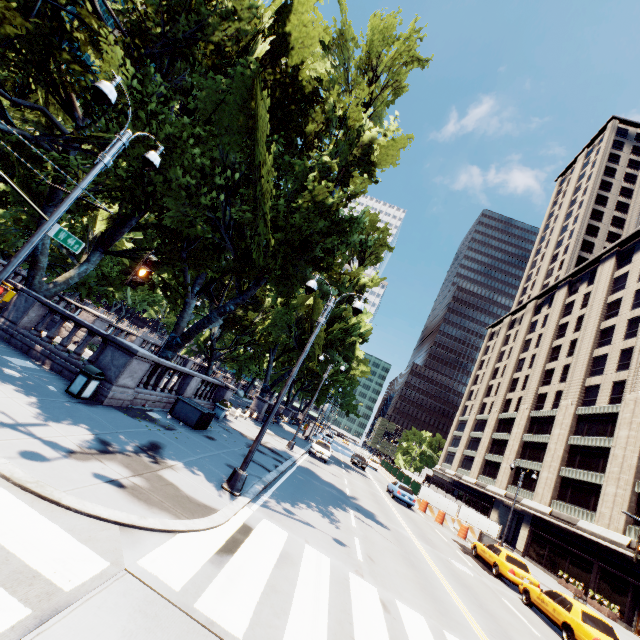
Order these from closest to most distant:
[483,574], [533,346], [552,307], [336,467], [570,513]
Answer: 1. [483,574]
2. [336,467]
3. [570,513]
4. [552,307]
5. [533,346]

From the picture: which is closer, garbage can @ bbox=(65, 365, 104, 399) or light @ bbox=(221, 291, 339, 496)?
light @ bbox=(221, 291, 339, 496)

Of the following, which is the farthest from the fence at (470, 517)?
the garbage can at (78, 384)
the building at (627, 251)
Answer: the garbage can at (78, 384)

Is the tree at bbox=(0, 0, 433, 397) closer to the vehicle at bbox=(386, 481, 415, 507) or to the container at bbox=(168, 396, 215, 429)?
the container at bbox=(168, 396, 215, 429)

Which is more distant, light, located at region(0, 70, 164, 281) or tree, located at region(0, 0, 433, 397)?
tree, located at region(0, 0, 433, 397)

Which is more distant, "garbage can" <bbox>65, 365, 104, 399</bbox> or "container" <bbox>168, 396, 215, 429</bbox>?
"container" <bbox>168, 396, 215, 429</bbox>

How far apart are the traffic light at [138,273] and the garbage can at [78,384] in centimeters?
501cm

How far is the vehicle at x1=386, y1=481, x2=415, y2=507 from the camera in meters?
27.2
